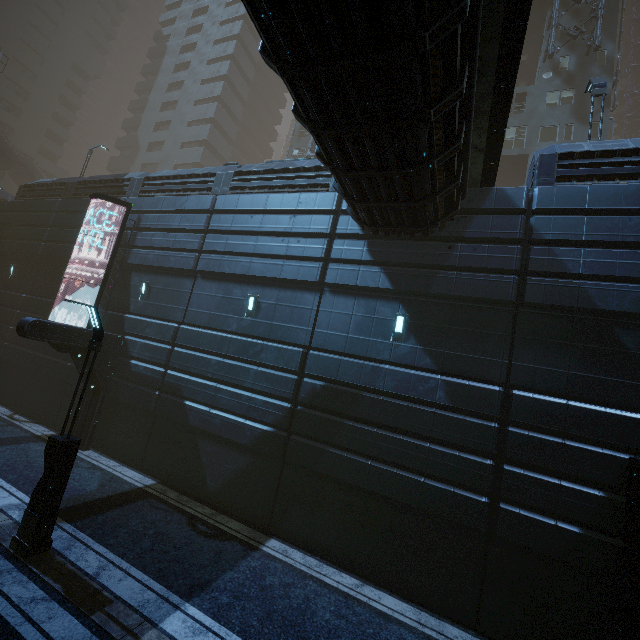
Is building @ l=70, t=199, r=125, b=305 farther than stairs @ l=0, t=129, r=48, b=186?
No

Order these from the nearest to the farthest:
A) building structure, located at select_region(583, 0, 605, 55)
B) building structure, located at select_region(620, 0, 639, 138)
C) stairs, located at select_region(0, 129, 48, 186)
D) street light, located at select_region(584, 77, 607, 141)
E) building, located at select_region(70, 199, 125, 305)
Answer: street light, located at select_region(584, 77, 607, 141) → building, located at select_region(70, 199, 125, 305) → building structure, located at select_region(583, 0, 605, 55) → stairs, located at select_region(0, 129, 48, 186) → building structure, located at select_region(620, 0, 639, 138)

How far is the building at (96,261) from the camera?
16.23m

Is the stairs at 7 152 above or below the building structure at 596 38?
below

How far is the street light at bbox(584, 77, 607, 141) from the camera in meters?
11.9

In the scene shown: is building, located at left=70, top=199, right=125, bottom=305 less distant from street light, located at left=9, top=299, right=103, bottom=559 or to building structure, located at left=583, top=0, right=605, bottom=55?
building structure, located at left=583, top=0, right=605, bottom=55

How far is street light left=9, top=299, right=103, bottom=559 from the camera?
7.1 meters

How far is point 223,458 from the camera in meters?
11.3
